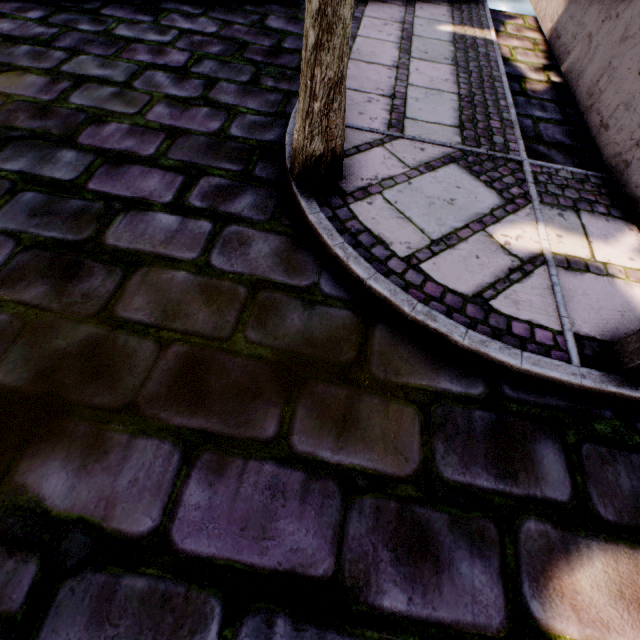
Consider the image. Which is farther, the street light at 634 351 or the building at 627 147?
the building at 627 147

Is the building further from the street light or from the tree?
the tree

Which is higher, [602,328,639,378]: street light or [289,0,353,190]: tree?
[289,0,353,190]: tree

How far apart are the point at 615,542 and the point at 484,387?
0.8m

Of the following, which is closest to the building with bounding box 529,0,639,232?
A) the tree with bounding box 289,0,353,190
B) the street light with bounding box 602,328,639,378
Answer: the street light with bounding box 602,328,639,378

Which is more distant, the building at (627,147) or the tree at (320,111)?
the building at (627,147)

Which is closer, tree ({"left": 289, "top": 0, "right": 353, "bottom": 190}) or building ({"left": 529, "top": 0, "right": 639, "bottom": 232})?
tree ({"left": 289, "top": 0, "right": 353, "bottom": 190})
